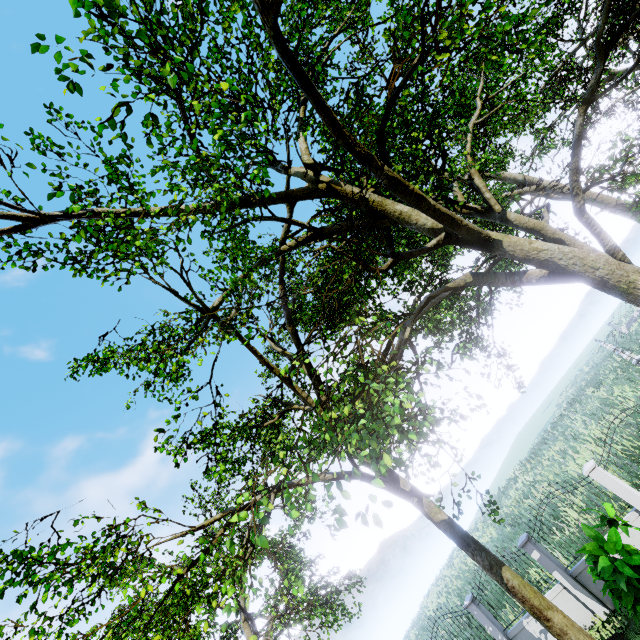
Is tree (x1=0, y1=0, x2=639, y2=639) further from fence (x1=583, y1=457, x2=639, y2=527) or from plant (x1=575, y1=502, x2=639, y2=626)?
plant (x1=575, y1=502, x2=639, y2=626)

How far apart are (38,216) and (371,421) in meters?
8.6

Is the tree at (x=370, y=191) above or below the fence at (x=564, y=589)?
above

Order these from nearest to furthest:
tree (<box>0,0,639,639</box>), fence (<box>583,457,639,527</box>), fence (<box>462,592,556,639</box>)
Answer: tree (<box>0,0,639,639</box>), fence (<box>583,457,639,527</box>), fence (<box>462,592,556,639</box>)

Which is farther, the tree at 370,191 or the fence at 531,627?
the fence at 531,627

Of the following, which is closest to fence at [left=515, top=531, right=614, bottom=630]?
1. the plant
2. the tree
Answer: the tree
